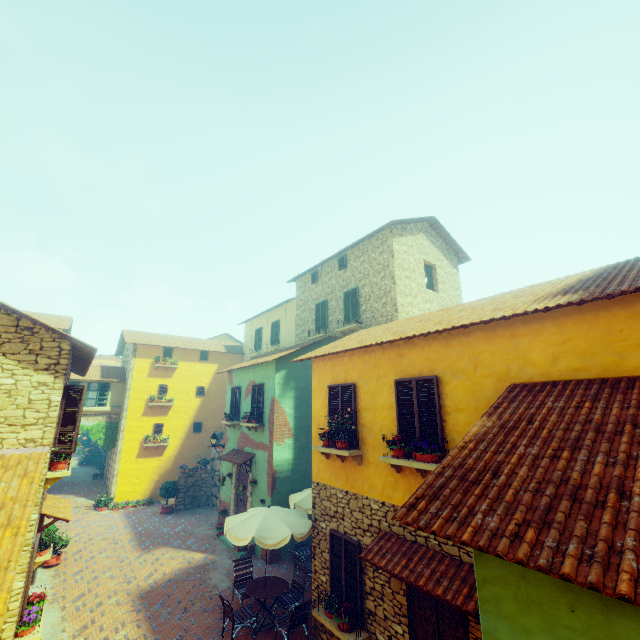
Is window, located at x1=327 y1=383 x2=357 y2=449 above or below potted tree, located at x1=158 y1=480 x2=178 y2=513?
above

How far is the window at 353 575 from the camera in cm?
738

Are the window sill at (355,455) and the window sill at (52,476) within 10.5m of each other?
yes

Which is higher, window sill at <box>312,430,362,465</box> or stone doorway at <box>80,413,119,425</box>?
stone doorway at <box>80,413,119,425</box>

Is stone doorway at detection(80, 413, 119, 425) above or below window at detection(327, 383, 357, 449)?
below

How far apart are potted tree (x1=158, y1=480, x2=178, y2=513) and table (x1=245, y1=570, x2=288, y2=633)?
11.0 meters

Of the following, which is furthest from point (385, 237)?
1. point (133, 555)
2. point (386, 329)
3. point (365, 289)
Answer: point (133, 555)

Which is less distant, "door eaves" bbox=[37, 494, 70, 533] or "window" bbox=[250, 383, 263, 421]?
"door eaves" bbox=[37, 494, 70, 533]
